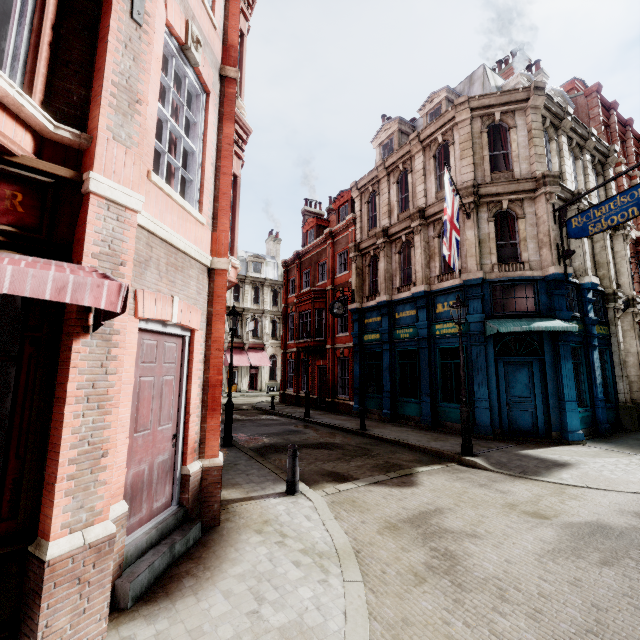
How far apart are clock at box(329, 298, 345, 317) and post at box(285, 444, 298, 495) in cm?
1171

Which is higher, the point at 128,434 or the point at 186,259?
the point at 186,259

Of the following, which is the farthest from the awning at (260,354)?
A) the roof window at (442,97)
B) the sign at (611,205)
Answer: the sign at (611,205)

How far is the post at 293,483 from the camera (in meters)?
6.54

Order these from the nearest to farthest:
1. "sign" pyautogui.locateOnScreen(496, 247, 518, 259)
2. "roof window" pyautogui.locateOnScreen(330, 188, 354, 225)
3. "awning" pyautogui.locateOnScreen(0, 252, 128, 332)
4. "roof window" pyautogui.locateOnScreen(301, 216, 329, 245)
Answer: "awning" pyautogui.locateOnScreen(0, 252, 128, 332)
"sign" pyautogui.locateOnScreen(496, 247, 518, 259)
"roof window" pyautogui.locateOnScreen(330, 188, 354, 225)
"roof window" pyautogui.locateOnScreen(301, 216, 329, 245)

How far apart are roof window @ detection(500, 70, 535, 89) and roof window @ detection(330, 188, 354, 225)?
9.1m

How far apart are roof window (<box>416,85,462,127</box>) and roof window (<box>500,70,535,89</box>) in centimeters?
165cm

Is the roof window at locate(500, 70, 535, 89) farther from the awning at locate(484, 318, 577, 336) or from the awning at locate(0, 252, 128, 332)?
the awning at locate(0, 252, 128, 332)
